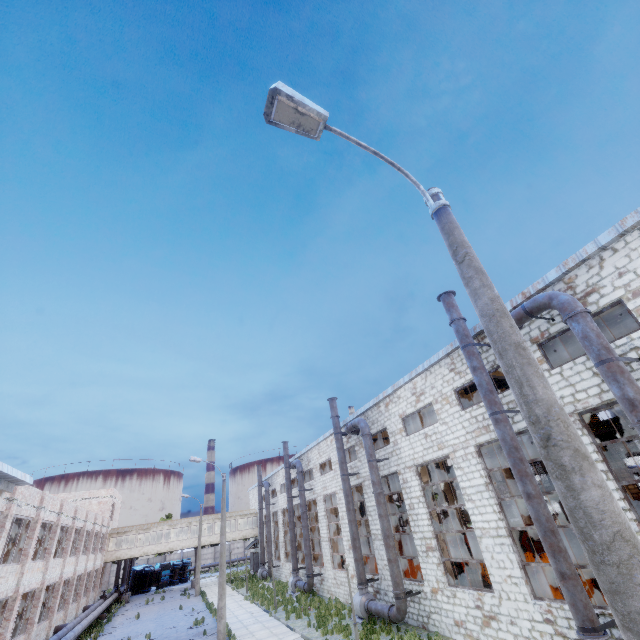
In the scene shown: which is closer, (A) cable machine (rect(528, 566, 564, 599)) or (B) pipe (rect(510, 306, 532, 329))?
(B) pipe (rect(510, 306, 532, 329))

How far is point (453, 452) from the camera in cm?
1482

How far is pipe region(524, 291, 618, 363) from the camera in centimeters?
887cm

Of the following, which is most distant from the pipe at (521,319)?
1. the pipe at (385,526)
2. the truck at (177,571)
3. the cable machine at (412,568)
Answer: the truck at (177,571)

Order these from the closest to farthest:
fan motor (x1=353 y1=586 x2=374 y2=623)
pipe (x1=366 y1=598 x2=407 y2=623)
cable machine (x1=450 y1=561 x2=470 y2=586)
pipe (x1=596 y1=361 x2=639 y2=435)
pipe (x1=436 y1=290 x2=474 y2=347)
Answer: pipe (x1=596 y1=361 x2=639 y2=435), pipe (x1=436 y1=290 x2=474 y2=347), pipe (x1=366 y1=598 x2=407 y2=623), fan motor (x1=353 y1=586 x2=374 y2=623), cable machine (x1=450 y1=561 x2=470 y2=586)

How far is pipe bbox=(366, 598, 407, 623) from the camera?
15.6m

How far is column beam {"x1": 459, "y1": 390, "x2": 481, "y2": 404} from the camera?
22.04m

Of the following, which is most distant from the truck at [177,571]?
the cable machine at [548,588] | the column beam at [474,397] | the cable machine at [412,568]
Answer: the cable machine at [548,588]
